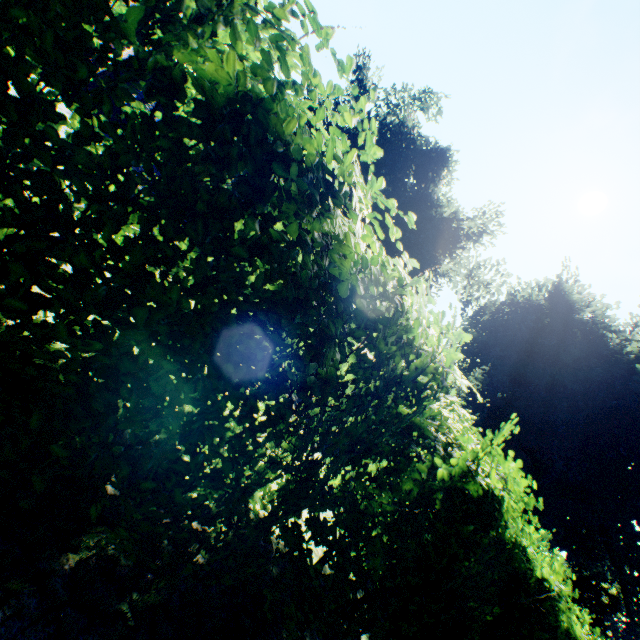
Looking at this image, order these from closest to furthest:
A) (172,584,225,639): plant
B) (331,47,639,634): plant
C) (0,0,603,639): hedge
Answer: (0,0,603,639): hedge → (172,584,225,639): plant → (331,47,639,634): plant

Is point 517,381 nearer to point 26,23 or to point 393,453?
point 393,453

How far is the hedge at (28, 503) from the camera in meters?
1.0 m

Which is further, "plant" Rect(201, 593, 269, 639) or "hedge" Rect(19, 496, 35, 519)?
"plant" Rect(201, 593, 269, 639)

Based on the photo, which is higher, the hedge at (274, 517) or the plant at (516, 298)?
the plant at (516, 298)

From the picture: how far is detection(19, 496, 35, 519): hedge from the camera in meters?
1.0 m
